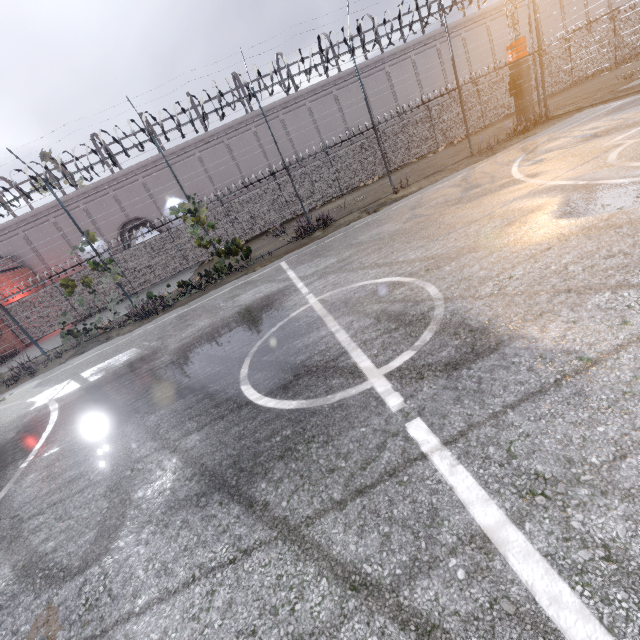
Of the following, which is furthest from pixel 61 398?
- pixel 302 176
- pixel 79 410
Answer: pixel 302 176

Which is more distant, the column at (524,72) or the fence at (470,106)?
the column at (524,72)

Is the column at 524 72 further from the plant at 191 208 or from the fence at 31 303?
the plant at 191 208

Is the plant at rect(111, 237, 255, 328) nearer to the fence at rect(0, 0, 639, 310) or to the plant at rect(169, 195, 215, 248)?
the fence at rect(0, 0, 639, 310)

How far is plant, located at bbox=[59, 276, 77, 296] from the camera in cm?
1208

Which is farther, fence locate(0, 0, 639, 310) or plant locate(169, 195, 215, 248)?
plant locate(169, 195, 215, 248)

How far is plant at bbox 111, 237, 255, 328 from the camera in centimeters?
1215cm

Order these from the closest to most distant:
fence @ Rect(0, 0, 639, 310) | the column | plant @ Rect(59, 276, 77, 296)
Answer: fence @ Rect(0, 0, 639, 310) → plant @ Rect(59, 276, 77, 296) → the column
